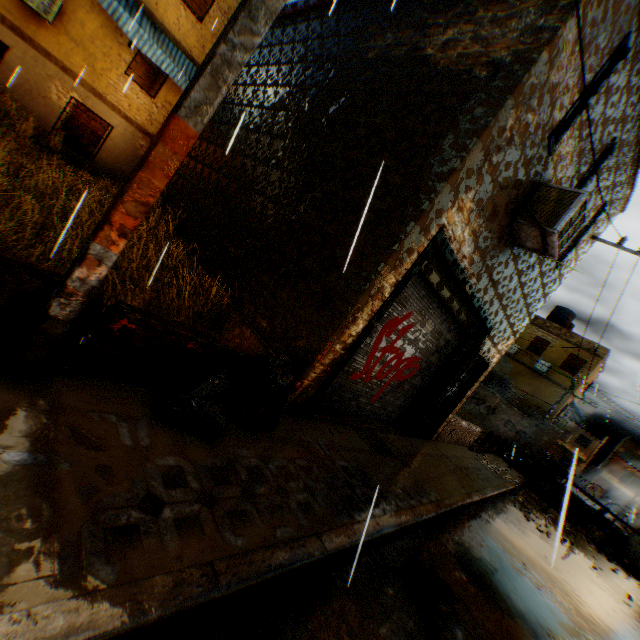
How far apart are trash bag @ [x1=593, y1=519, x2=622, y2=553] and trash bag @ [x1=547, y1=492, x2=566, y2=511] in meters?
Answer: 0.9 m

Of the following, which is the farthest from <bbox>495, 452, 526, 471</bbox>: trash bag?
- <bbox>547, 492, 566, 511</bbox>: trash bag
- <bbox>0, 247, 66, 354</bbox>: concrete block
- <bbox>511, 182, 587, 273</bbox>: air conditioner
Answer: <bbox>0, 247, 66, 354</bbox>: concrete block

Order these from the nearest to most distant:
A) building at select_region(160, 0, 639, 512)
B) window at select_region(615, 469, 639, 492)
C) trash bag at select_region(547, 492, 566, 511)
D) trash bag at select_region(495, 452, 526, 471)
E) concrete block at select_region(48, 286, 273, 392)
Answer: concrete block at select_region(48, 286, 273, 392), building at select_region(160, 0, 639, 512), trash bag at select_region(547, 492, 566, 511), trash bag at select_region(495, 452, 526, 471), window at select_region(615, 469, 639, 492)

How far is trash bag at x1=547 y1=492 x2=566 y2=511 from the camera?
14.62m

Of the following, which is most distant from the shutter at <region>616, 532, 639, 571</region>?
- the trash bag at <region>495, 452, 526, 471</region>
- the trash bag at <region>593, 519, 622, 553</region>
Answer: the trash bag at <region>495, 452, 526, 471</region>

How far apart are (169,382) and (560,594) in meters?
7.8

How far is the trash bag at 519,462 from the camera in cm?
1638

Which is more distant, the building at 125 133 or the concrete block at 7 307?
the building at 125 133
